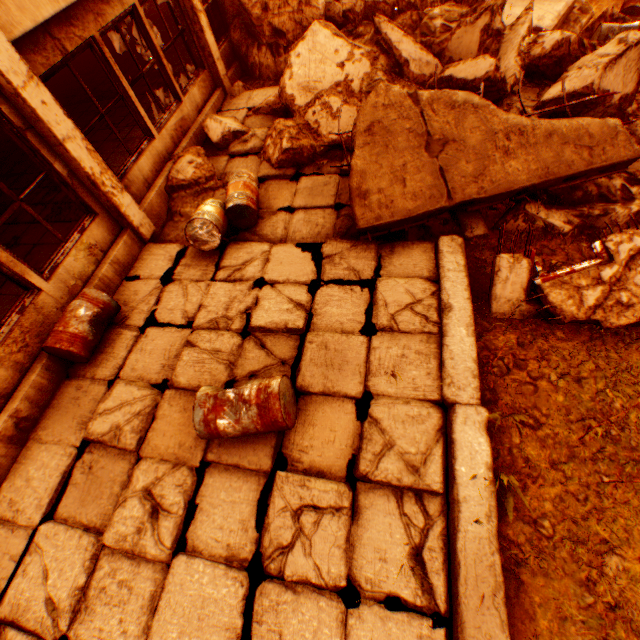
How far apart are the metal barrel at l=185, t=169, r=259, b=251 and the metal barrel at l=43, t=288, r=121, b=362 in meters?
1.3 m

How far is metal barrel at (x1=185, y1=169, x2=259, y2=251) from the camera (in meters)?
4.84

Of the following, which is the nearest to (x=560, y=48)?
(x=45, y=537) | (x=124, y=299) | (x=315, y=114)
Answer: (x=315, y=114)

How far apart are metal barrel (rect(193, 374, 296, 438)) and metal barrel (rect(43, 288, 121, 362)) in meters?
2.0

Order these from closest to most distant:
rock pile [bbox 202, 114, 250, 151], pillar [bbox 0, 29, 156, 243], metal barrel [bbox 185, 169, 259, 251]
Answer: pillar [bbox 0, 29, 156, 243] → metal barrel [bbox 185, 169, 259, 251] → rock pile [bbox 202, 114, 250, 151]

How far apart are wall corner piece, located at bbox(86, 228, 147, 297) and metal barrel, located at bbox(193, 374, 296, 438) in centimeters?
253cm

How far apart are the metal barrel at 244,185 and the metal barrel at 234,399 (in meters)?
2.44

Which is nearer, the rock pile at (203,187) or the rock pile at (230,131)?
the rock pile at (203,187)
